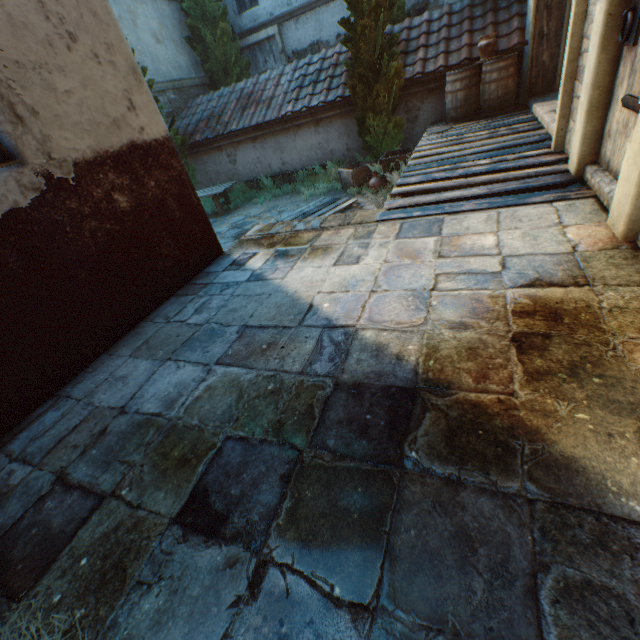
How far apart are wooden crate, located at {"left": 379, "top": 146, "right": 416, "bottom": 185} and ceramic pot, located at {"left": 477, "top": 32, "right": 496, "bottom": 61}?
1.94m

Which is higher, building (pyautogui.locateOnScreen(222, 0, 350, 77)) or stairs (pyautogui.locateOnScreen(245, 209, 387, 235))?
building (pyautogui.locateOnScreen(222, 0, 350, 77))

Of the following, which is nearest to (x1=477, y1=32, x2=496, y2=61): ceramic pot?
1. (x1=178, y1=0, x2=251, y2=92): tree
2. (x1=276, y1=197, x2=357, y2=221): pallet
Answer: (x1=178, y1=0, x2=251, y2=92): tree

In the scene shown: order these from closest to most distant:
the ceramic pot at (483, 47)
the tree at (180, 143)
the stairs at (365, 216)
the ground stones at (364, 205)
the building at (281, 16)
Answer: the stairs at (365, 216) < the ceramic pot at (483, 47) < the ground stones at (364, 205) < the tree at (180, 143) < the building at (281, 16)

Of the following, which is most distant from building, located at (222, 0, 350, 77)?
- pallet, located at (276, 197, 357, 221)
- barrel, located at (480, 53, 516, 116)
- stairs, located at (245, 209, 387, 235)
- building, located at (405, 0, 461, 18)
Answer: stairs, located at (245, 209, 387, 235)

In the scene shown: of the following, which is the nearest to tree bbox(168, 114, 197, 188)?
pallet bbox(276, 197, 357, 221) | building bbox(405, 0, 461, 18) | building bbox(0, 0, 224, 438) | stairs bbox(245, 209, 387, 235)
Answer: building bbox(0, 0, 224, 438)

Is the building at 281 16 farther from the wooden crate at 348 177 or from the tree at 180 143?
the wooden crate at 348 177

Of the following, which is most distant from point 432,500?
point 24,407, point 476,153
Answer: point 476,153
